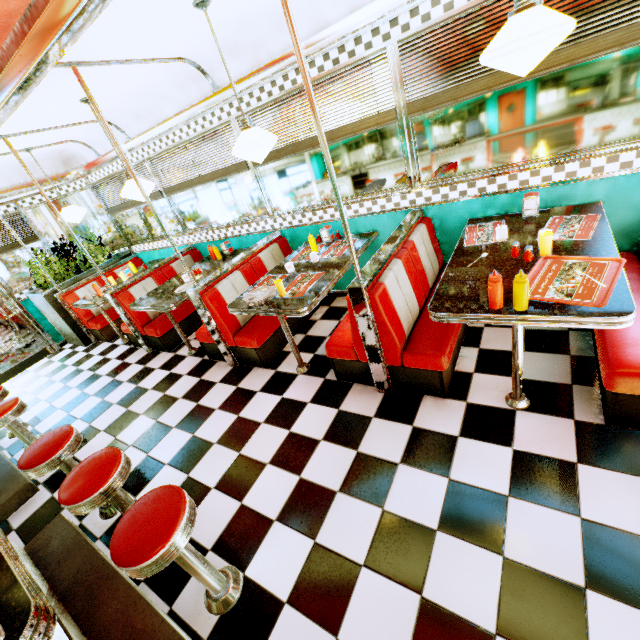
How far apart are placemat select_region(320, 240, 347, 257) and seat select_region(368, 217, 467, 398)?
0.7m

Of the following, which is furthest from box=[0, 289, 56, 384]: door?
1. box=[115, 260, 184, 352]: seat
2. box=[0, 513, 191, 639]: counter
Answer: box=[0, 513, 191, 639]: counter

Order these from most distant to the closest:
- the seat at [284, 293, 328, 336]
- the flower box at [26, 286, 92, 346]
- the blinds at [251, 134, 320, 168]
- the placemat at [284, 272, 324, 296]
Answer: the flower box at [26, 286, 92, 346]
the seat at [284, 293, 328, 336]
the blinds at [251, 134, 320, 168]
the placemat at [284, 272, 324, 296]

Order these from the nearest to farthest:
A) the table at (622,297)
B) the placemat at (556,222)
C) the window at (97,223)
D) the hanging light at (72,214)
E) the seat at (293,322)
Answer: the table at (622,297)
the placemat at (556,222)
the seat at (293,322)
the hanging light at (72,214)
the window at (97,223)

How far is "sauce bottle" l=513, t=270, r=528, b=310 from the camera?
1.73m

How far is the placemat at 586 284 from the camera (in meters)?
1.78

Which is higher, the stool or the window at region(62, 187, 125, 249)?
A: the window at region(62, 187, 125, 249)

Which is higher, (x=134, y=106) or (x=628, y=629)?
(x=134, y=106)
